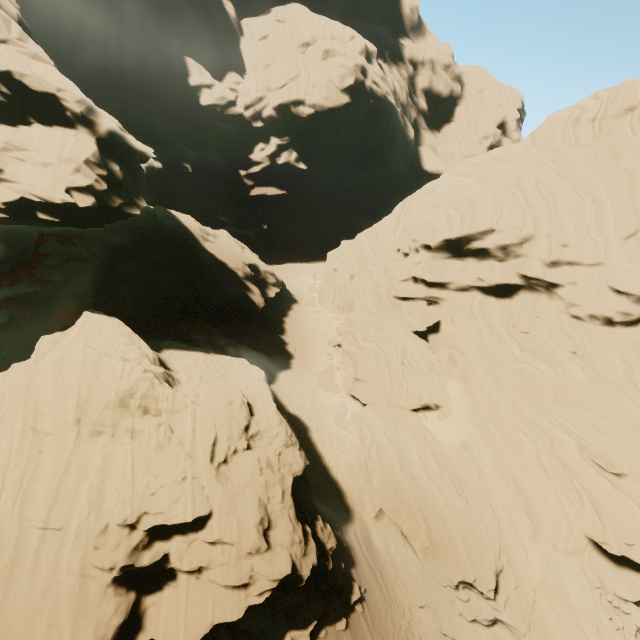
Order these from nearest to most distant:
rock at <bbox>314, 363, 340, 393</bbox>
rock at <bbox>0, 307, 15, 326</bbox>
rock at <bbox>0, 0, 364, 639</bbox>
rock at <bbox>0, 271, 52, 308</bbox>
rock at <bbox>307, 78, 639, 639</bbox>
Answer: rock at <bbox>0, 0, 364, 639</bbox> → rock at <bbox>307, 78, 639, 639</bbox> → rock at <bbox>0, 307, 15, 326</bbox> → rock at <bbox>0, 271, 52, 308</bbox> → rock at <bbox>314, 363, 340, 393</bbox>

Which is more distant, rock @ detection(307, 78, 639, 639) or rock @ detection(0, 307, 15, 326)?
rock @ detection(0, 307, 15, 326)

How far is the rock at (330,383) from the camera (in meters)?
31.78

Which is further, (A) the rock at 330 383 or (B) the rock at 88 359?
(A) the rock at 330 383

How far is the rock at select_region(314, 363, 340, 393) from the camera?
31.78m

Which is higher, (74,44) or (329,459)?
(74,44)
